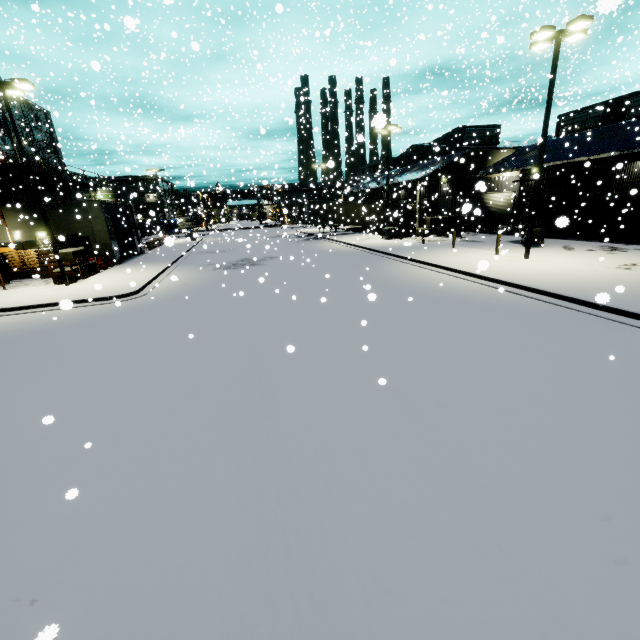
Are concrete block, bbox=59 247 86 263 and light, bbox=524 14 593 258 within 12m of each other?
no

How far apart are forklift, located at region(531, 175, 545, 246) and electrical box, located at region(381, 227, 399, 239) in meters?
10.3 m

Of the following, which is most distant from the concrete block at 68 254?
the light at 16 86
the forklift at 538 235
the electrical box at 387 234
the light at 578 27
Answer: the forklift at 538 235

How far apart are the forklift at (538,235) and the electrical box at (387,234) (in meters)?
10.26

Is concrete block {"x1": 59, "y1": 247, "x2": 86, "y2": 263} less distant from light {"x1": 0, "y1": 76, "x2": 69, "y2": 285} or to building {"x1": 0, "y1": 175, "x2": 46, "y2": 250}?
light {"x1": 0, "y1": 76, "x2": 69, "y2": 285}

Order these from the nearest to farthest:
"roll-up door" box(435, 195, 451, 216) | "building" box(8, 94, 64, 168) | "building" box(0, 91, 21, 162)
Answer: "building" box(0, 91, 21, 162)
"building" box(8, 94, 64, 168)
"roll-up door" box(435, 195, 451, 216)

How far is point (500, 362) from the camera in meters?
7.1

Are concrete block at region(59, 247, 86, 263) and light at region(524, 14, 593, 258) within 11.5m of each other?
no
